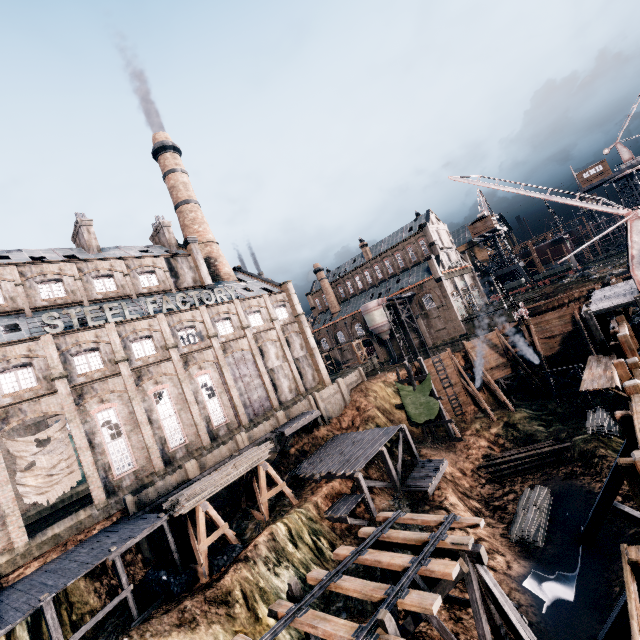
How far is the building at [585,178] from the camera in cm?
5756

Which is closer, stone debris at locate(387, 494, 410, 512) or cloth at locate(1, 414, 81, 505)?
cloth at locate(1, 414, 81, 505)

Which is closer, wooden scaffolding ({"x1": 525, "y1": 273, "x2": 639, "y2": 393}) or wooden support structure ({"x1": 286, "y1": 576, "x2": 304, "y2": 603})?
wooden support structure ({"x1": 286, "y1": 576, "x2": 304, "y2": 603})

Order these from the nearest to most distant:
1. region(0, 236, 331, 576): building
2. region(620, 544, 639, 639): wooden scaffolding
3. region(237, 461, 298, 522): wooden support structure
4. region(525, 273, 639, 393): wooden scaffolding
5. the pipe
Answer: region(620, 544, 639, 639): wooden scaffolding < region(525, 273, 639, 393): wooden scaffolding < region(237, 461, 298, 522): wooden support structure < region(0, 236, 331, 576): building < the pipe

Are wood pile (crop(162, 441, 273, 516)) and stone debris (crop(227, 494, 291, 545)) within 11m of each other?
yes

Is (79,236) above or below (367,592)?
above

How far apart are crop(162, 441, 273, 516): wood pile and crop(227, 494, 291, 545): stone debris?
3.50m

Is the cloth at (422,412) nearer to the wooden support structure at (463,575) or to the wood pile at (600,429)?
the wood pile at (600,429)
